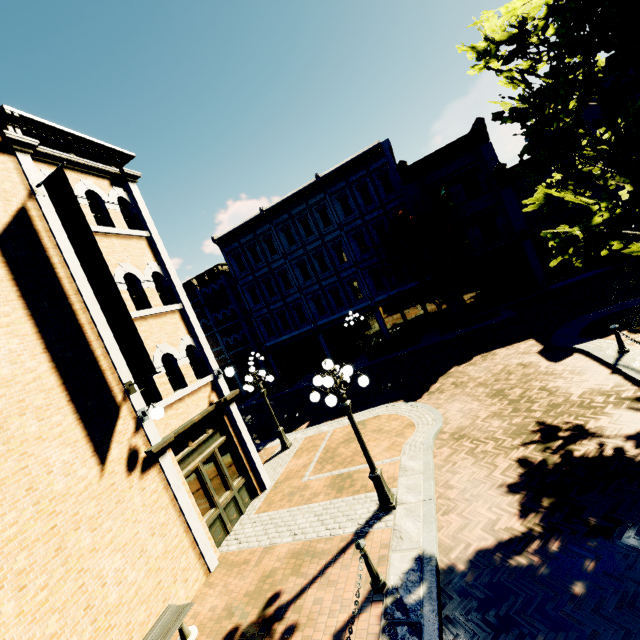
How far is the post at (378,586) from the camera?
5.4m

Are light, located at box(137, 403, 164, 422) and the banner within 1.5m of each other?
yes

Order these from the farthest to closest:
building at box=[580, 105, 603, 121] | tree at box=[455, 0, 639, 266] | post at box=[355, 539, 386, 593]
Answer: building at box=[580, 105, 603, 121] → tree at box=[455, 0, 639, 266] → post at box=[355, 539, 386, 593]

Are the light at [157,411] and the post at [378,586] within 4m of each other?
no

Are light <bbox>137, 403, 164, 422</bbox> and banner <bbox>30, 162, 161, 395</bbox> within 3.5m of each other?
yes

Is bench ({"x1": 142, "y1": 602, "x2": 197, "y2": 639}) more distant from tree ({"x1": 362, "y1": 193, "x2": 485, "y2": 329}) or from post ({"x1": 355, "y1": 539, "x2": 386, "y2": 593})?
tree ({"x1": 362, "y1": 193, "x2": 485, "y2": 329})

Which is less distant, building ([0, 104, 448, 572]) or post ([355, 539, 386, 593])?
post ([355, 539, 386, 593])

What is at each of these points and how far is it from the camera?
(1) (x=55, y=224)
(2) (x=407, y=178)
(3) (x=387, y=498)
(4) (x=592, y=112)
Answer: (1) building, 7.5 meters
(2) building, 21.2 meters
(3) light, 7.3 meters
(4) building, 18.1 meters
